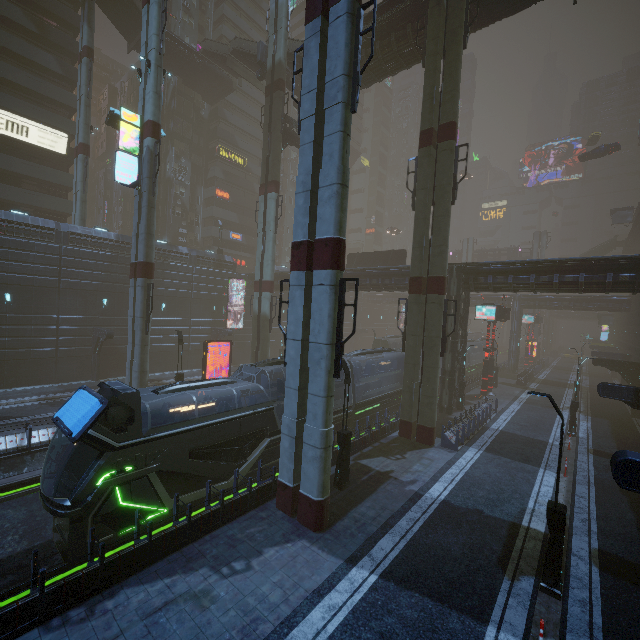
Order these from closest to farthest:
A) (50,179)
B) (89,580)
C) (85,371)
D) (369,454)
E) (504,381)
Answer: (89,580)
(369,454)
(85,371)
(50,179)
(504,381)

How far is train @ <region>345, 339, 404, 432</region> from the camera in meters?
20.1 m

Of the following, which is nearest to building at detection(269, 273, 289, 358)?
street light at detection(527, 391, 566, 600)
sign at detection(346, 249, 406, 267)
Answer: sign at detection(346, 249, 406, 267)

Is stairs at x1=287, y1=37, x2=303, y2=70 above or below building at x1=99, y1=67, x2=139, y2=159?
below

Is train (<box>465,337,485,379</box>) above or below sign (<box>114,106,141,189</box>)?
below

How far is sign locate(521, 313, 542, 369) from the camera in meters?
53.7

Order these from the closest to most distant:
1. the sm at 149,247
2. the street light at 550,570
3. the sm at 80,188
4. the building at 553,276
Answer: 1. the street light at 550,570
2. the building at 553,276
3. the sm at 149,247
4. the sm at 80,188

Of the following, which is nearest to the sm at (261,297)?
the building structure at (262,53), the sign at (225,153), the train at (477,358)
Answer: the building structure at (262,53)
